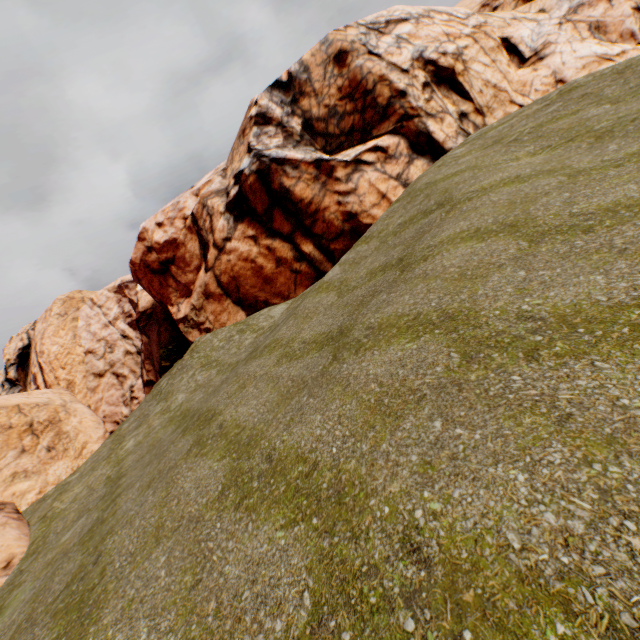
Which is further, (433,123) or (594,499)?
(433,123)
